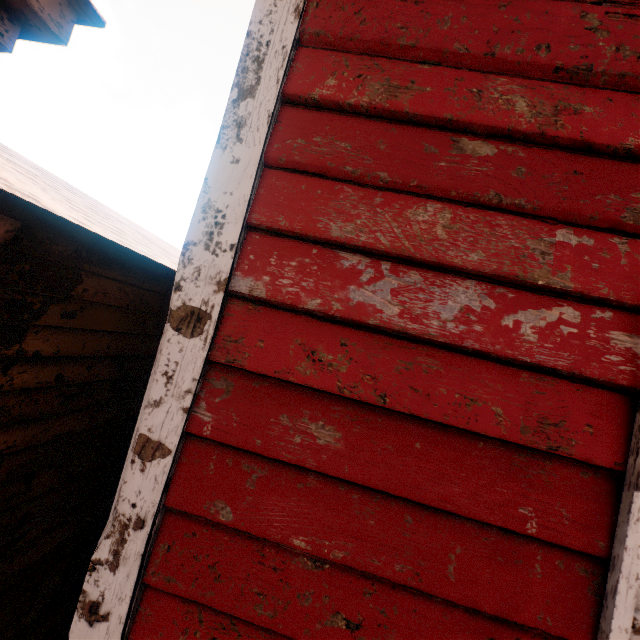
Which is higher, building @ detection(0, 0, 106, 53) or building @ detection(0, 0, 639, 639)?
building @ detection(0, 0, 106, 53)

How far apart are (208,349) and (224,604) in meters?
0.7 m

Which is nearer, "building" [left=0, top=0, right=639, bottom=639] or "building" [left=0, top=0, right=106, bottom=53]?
"building" [left=0, top=0, right=639, bottom=639]

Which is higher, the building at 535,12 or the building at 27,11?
the building at 27,11

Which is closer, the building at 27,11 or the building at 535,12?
the building at 535,12
